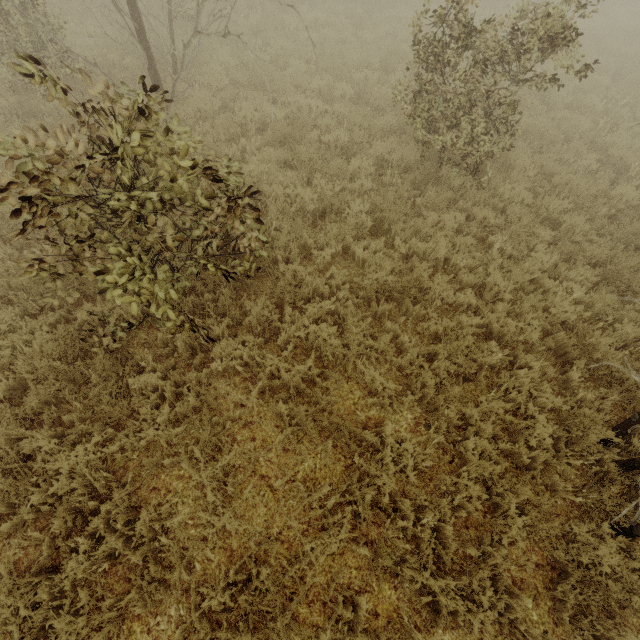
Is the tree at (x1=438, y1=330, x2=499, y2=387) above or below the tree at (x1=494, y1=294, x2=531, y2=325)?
below

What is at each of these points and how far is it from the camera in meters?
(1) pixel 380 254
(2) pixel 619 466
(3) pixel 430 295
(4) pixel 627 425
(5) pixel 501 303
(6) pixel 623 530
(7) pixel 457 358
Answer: (1) tree, 5.5 m
(2) tree, 4.1 m
(3) tree, 4.7 m
(4) tree, 4.2 m
(5) tree, 5.1 m
(6) tree, 3.8 m
(7) tree, 4.7 m

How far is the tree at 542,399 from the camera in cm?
432

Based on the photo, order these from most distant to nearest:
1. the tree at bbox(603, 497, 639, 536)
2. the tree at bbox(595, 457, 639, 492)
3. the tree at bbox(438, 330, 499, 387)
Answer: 1. the tree at bbox(438, 330, 499, 387)
2. the tree at bbox(595, 457, 639, 492)
3. the tree at bbox(603, 497, 639, 536)

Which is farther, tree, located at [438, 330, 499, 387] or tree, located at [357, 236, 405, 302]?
tree, located at [357, 236, 405, 302]
